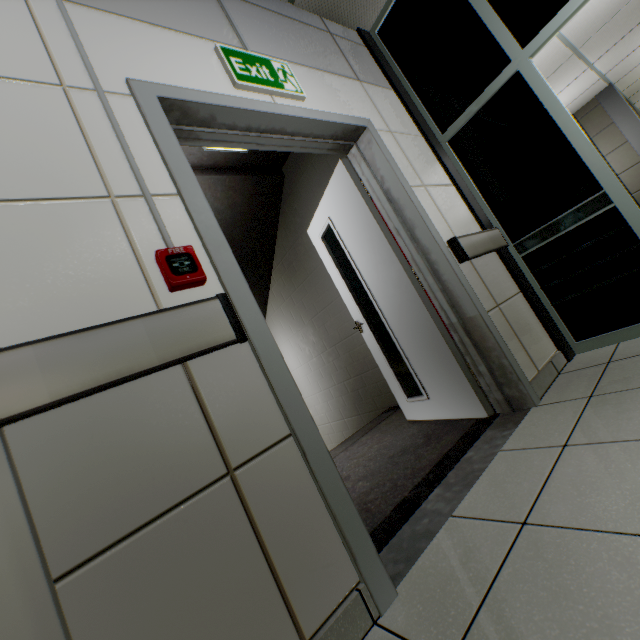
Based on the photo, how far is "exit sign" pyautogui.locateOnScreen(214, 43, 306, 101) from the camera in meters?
1.7 m

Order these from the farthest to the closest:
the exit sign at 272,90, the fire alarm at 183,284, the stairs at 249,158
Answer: the stairs at 249,158 → the exit sign at 272,90 → the fire alarm at 183,284

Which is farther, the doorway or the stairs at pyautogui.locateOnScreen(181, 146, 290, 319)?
the stairs at pyautogui.locateOnScreen(181, 146, 290, 319)

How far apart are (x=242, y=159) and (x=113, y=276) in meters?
3.2

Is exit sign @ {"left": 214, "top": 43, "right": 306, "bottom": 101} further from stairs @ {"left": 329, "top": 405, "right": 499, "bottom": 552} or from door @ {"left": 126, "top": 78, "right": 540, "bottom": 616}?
stairs @ {"left": 329, "top": 405, "right": 499, "bottom": 552}

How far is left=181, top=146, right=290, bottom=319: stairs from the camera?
3.6 meters

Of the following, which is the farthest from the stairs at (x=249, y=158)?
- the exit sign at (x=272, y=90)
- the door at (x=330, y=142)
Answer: the exit sign at (x=272, y=90)

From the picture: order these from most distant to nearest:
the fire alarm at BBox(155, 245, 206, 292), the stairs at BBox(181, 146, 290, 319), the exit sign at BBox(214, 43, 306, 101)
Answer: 1. the stairs at BBox(181, 146, 290, 319)
2. the exit sign at BBox(214, 43, 306, 101)
3. the fire alarm at BBox(155, 245, 206, 292)
